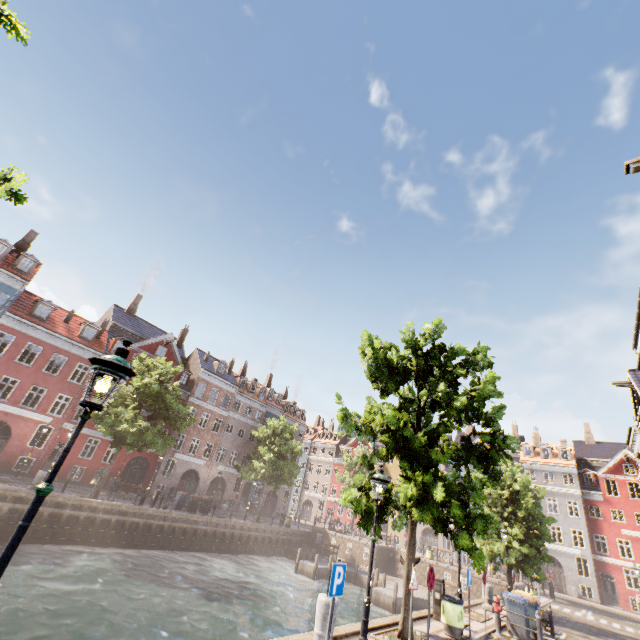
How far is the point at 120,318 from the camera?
37.9m

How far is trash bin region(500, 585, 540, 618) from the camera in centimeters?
1312cm

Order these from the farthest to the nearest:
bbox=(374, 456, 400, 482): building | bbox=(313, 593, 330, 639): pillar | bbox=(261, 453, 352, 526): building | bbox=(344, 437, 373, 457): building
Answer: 1. bbox=(344, 437, 373, 457): building
2. bbox=(374, 456, 400, 482): building
3. bbox=(261, 453, 352, 526): building
4. bbox=(313, 593, 330, 639): pillar

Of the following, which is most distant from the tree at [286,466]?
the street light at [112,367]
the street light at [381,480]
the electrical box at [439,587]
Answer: the electrical box at [439,587]

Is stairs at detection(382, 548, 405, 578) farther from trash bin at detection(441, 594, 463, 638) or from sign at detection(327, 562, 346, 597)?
sign at detection(327, 562, 346, 597)

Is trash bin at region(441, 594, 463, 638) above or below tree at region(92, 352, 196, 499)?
below

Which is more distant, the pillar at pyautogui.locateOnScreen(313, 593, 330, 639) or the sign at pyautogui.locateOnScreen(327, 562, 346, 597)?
the pillar at pyautogui.locateOnScreen(313, 593, 330, 639)

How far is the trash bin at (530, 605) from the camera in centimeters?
1312cm
